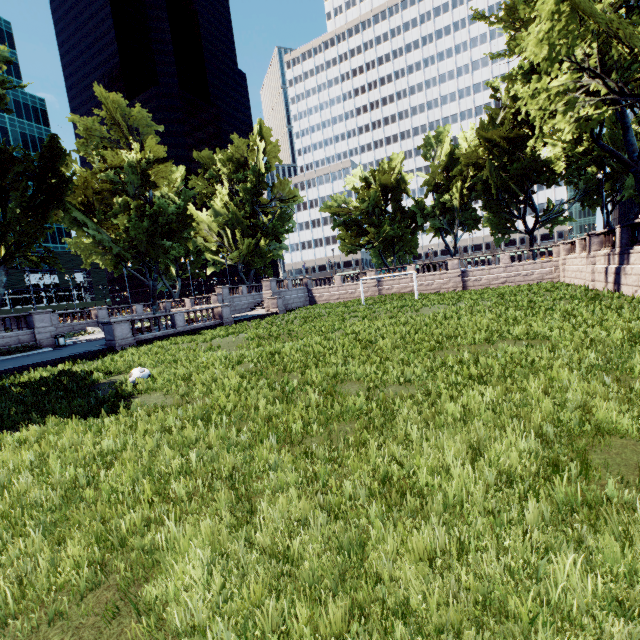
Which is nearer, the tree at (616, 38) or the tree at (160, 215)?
the tree at (616, 38)

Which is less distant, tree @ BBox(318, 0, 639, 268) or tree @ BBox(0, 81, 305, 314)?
tree @ BBox(318, 0, 639, 268)

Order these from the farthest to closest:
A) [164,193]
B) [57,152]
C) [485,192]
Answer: [485,192] → [164,193] → [57,152]
